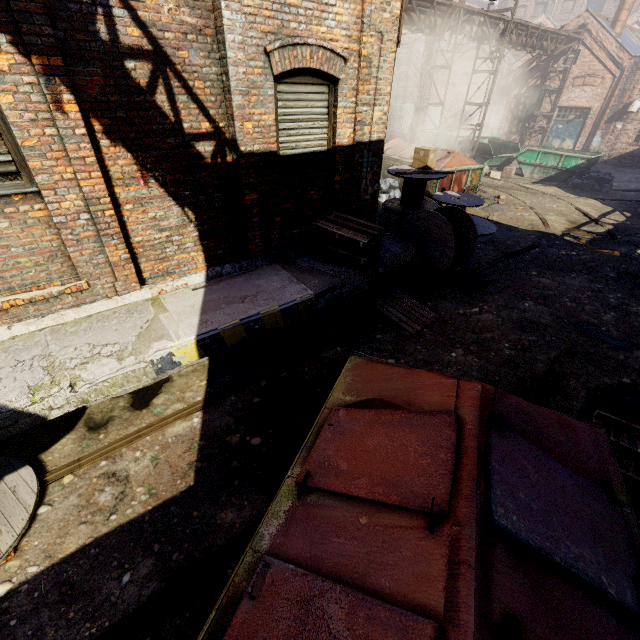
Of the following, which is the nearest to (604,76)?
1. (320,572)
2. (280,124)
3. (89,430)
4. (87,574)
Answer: (280,124)

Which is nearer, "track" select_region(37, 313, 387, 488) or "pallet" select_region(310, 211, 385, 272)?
"track" select_region(37, 313, 387, 488)

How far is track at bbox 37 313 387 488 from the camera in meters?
3.7

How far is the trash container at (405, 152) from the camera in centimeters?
1306cm

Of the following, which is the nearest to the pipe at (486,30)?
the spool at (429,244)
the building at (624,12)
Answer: the building at (624,12)

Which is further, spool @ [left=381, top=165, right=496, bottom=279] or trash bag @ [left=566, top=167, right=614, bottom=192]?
trash bag @ [left=566, top=167, right=614, bottom=192]

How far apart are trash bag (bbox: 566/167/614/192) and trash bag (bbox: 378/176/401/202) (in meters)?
8.56

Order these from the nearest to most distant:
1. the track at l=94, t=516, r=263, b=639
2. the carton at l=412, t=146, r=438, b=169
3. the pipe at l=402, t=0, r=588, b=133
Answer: the track at l=94, t=516, r=263, b=639
the carton at l=412, t=146, r=438, b=169
the pipe at l=402, t=0, r=588, b=133
